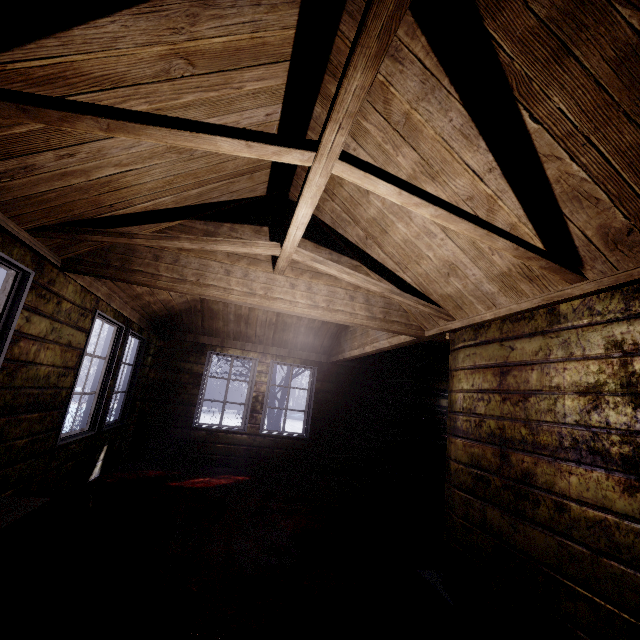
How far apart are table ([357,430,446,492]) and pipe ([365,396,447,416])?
0.4m

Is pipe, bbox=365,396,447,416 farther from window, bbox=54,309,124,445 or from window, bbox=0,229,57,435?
window, bbox=0,229,57,435

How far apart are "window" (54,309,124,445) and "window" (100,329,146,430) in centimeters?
20cm

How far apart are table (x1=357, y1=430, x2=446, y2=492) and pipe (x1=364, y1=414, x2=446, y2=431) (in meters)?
0.09

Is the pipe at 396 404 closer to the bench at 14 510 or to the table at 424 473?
the table at 424 473

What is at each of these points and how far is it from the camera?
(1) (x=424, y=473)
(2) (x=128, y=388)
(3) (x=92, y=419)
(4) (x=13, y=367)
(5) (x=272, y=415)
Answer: (1) table, 5.5m
(2) window, 4.8m
(3) window, 3.7m
(4) window, 2.2m
(5) tree, 9.0m

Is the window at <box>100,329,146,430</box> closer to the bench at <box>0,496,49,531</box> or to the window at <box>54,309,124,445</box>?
the window at <box>54,309,124,445</box>

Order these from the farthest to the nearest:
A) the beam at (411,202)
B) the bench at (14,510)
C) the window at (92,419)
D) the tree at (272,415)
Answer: the tree at (272,415) < the window at (92,419) < the bench at (14,510) < the beam at (411,202)
